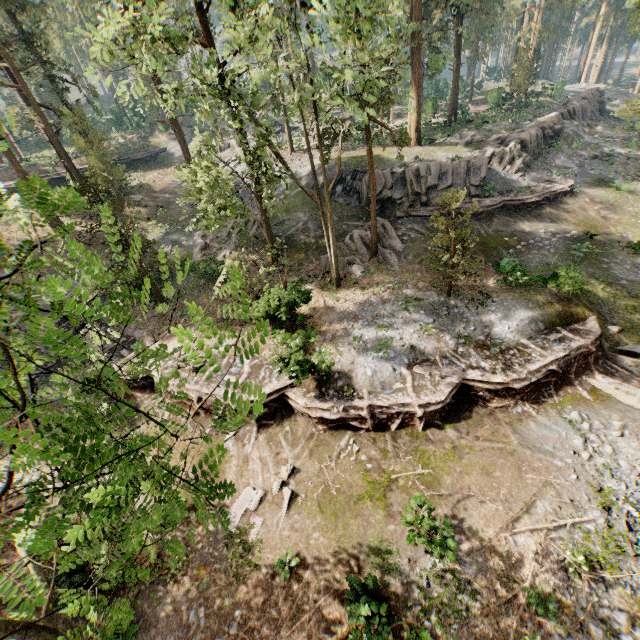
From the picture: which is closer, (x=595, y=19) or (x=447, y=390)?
(x=447, y=390)

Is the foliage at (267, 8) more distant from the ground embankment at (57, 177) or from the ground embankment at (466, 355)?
the ground embankment at (57, 177)

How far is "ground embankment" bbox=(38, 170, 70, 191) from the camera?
34.4m

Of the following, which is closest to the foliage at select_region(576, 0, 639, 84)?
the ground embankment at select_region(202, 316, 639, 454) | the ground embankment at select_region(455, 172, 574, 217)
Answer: the ground embankment at select_region(202, 316, 639, 454)

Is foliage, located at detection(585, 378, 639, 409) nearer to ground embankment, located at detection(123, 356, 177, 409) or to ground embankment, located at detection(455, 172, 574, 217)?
ground embankment, located at detection(123, 356, 177, 409)

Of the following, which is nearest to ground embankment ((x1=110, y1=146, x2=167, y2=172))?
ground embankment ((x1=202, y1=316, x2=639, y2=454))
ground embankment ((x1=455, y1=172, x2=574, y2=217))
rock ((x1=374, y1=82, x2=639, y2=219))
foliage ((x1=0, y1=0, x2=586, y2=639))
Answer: foliage ((x1=0, y1=0, x2=586, y2=639))

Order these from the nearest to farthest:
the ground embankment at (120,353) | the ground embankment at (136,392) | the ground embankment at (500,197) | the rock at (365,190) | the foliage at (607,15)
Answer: the ground embankment at (136,392) < the ground embankment at (120,353) < the ground embankment at (500,197) < the rock at (365,190) < the foliage at (607,15)

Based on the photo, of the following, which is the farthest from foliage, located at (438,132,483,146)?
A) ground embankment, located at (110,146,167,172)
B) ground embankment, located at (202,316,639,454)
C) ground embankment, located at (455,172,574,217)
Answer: ground embankment, located at (110,146,167,172)
